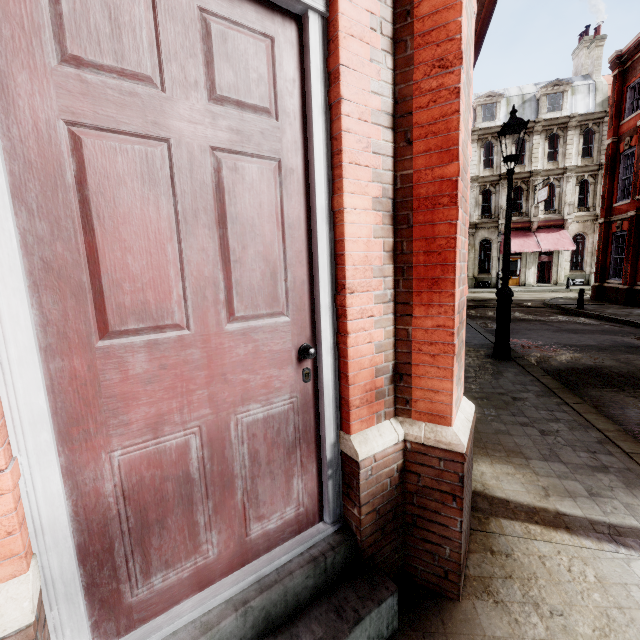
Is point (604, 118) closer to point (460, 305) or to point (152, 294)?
point (460, 305)

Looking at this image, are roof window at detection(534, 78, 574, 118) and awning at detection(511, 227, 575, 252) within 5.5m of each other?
no

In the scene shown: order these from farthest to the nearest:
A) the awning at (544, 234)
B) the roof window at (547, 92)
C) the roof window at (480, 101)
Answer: the roof window at (480, 101), the roof window at (547, 92), the awning at (544, 234)

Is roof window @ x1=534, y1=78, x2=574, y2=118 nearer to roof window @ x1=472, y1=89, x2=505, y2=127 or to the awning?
roof window @ x1=472, y1=89, x2=505, y2=127

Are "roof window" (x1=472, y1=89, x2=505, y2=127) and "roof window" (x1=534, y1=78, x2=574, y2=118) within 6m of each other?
yes

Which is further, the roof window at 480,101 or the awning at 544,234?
the roof window at 480,101

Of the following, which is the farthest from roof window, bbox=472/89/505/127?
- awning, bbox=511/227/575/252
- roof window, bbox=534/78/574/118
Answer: awning, bbox=511/227/575/252
